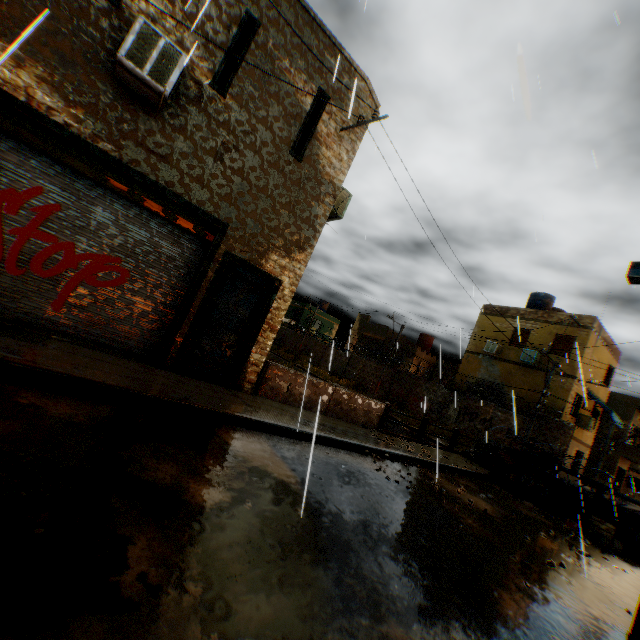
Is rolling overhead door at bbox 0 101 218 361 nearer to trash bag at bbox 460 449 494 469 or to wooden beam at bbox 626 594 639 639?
wooden beam at bbox 626 594 639 639

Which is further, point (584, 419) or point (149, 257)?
point (584, 419)

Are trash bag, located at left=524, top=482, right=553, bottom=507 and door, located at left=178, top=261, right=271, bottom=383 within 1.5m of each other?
no

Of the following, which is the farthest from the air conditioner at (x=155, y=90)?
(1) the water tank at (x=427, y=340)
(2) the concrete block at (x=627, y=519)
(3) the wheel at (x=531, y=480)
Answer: (1) the water tank at (x=427, y=340)

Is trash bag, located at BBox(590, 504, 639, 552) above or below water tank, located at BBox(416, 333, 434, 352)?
below

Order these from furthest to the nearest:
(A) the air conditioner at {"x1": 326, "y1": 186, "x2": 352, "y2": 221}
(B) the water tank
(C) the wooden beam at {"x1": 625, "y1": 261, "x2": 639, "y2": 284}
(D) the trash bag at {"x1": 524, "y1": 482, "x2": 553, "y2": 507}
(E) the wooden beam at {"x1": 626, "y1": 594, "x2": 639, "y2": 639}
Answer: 1. (B) the water tank
2. (D) the trash bag at {"x1": 524, "y1": 482, "x2": 553, "y2": 507}
3. (A) the air conditioner at {"x1": 326, "y1": 186, "x2": 352, "y2": 221}
4. (C) the wooden beam at {"x1": 625, "y1": 261, "x2": 639, "y2": 284}
5. (E) the wooden beam at {"x1": 626, "y1": 594, "x2": 639, "y2": 639}

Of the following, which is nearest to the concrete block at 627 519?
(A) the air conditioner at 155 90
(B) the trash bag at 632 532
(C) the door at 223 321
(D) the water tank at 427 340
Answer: (B) the trash bag at 632 532

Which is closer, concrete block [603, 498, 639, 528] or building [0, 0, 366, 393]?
building [0, 0, 366, 393]
